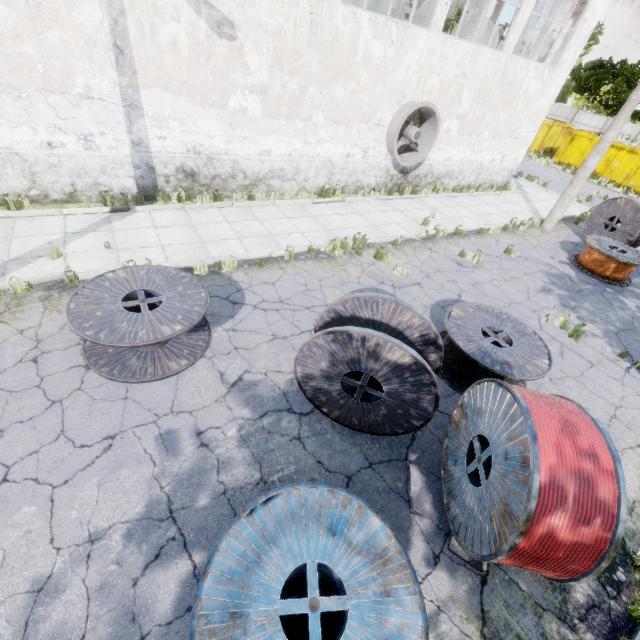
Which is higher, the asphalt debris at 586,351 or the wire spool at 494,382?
the wire spool at 494,382

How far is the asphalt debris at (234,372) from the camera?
5.5 meters

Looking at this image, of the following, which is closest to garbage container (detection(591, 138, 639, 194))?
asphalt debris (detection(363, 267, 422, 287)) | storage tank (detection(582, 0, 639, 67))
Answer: asphalt debris (detection(363, 267, 422, 287))

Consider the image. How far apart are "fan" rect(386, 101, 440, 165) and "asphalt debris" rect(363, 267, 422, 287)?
5.2 meters

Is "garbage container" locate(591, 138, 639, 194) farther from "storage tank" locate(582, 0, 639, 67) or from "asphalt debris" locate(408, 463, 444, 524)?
"storage tank" locate(582, 0, 639, 67)

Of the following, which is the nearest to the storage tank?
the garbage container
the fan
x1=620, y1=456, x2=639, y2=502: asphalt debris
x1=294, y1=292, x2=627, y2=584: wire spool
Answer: the garbage container

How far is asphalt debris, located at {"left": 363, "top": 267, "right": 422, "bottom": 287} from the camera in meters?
8.6

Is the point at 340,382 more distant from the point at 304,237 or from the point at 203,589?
the point at 304,237
